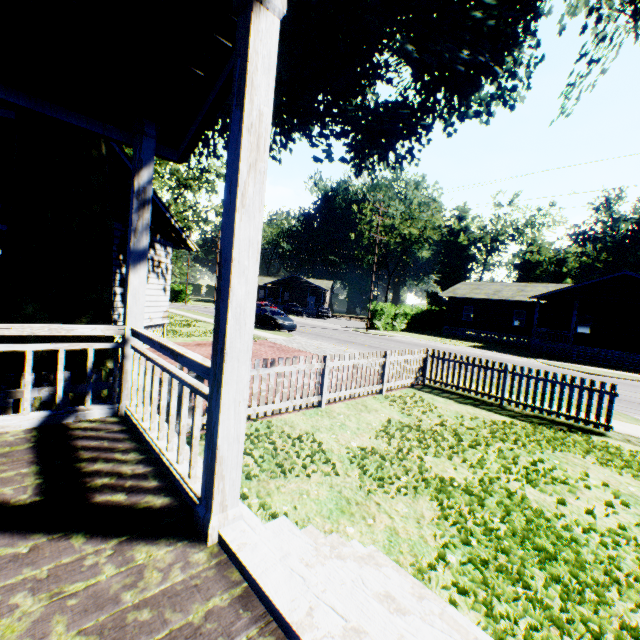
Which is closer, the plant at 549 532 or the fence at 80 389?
the plant at 549 532

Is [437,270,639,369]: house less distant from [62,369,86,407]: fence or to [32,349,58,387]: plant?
[62,369,86,407]: fence

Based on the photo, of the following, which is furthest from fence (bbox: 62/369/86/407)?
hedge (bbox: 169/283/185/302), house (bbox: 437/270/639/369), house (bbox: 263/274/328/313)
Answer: house (bbox: 263/274/328/313)

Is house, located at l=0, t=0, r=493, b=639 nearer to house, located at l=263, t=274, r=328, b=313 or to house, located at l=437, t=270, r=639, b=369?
house, located at l=437, t=270, r=639, b=369

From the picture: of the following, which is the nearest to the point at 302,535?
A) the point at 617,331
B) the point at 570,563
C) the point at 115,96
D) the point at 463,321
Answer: the point at 570,563

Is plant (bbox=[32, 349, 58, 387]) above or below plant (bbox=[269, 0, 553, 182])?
below

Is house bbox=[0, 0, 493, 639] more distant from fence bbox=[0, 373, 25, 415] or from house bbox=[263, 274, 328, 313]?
house bbox=[263, 274, 328, 313]

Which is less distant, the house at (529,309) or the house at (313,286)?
the house at (529,309)
